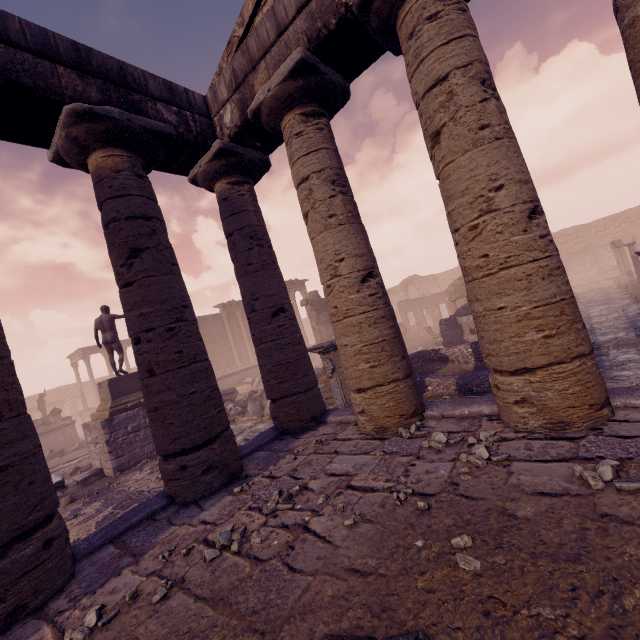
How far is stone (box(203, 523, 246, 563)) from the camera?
2.95m

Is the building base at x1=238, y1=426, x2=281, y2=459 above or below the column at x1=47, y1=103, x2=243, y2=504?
below

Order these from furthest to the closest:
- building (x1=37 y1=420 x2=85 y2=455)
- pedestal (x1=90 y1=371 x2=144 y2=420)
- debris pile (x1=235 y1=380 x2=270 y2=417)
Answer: building (x1=37 y1=420 x2=85 y2=455)
debris pile (x1=235 y1=380 x2=270 y2=417)
pedestal (x1=90 y1=371 x2=144 y2=420)

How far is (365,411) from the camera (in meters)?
4.86

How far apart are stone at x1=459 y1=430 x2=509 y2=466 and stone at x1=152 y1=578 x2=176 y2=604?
2.96m

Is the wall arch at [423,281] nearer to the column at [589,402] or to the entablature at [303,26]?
the entablature at [303,26]

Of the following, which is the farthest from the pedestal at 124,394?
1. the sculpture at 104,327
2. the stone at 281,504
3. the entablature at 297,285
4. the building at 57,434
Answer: the entablature at 297,285

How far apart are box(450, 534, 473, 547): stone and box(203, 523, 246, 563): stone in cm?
173
